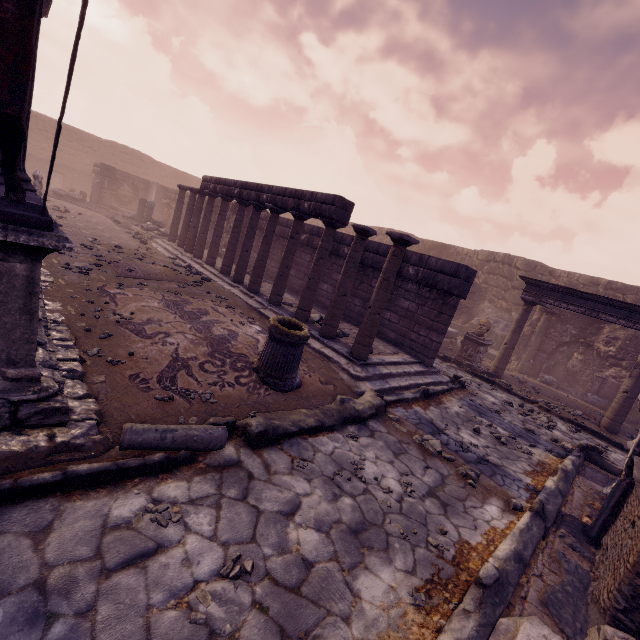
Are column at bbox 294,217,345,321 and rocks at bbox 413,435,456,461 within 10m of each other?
yes

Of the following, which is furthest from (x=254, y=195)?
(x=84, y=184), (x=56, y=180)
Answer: (x=56, y=180)

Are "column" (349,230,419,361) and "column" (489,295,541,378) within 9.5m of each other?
yes

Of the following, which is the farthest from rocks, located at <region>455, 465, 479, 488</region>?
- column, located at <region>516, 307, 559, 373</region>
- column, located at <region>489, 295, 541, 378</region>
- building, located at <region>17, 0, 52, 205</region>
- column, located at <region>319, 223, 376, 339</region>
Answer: column, located at <region>516, 307, 559, 373</region>

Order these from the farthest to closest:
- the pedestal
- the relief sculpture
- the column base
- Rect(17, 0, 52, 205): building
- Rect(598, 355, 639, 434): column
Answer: the relief sculpture, the pedestal, Rect(598, 355, 639, 434): column, the column base, Rect(17, 0, 52, 205): building

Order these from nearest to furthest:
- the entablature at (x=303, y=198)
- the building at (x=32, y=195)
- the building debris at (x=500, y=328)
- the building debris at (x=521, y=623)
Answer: the building debris at (x=521, y=623) → the building at (x=32, y=195) → the entablature at (x=303, y=198) → the building debris at (x=500, y=328)

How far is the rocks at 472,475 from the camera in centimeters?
420cm

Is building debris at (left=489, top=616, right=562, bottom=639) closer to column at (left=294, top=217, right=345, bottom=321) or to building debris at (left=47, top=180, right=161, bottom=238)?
column at (left=294, top=217, right=345, bottom=321)
